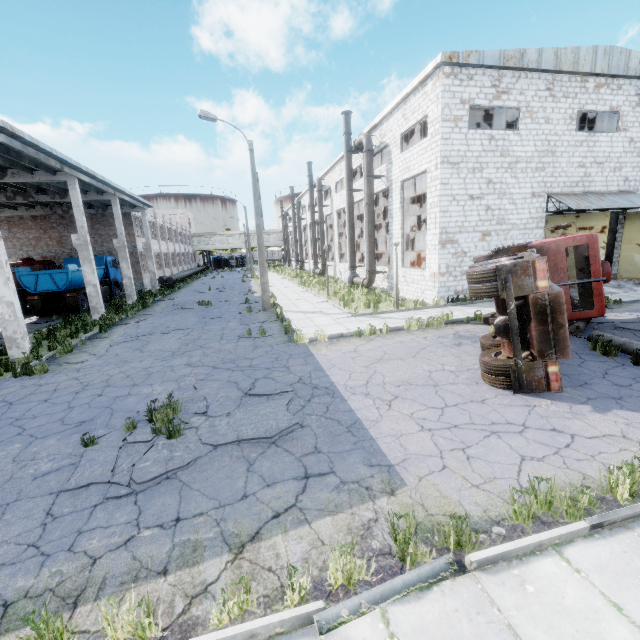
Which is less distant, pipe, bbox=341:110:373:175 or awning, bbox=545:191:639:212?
awning, bbox=545:191:639:212

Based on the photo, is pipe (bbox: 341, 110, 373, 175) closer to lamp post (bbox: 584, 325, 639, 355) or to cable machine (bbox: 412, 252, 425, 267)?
cable machine (bbox: 412, 252, 425, 267)

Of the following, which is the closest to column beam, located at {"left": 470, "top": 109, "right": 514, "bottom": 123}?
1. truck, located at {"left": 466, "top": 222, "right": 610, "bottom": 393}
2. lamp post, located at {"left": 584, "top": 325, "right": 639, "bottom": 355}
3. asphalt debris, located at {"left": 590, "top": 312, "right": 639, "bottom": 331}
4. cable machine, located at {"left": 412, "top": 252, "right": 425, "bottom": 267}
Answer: cable machine, located at {"left": 412, "top": 252, "right": 425, "bottom": 267}

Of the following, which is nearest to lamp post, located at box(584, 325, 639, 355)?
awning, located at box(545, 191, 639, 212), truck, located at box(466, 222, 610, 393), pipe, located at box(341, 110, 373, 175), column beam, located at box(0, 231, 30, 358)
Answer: truck, located at box(466, 222, 610, 393)

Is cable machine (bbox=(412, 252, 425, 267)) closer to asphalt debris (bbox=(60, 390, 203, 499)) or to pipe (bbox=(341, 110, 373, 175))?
pipe (bbox=(341, 110, 373, 175))

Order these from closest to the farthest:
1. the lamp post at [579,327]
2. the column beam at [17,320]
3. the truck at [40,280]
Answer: the lamp post at [579,327] → the column beam at [17,320] → the truck at [40,280]

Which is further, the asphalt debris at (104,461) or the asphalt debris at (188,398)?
the asphalt debris at (188,398)

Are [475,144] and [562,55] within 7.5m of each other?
yes
